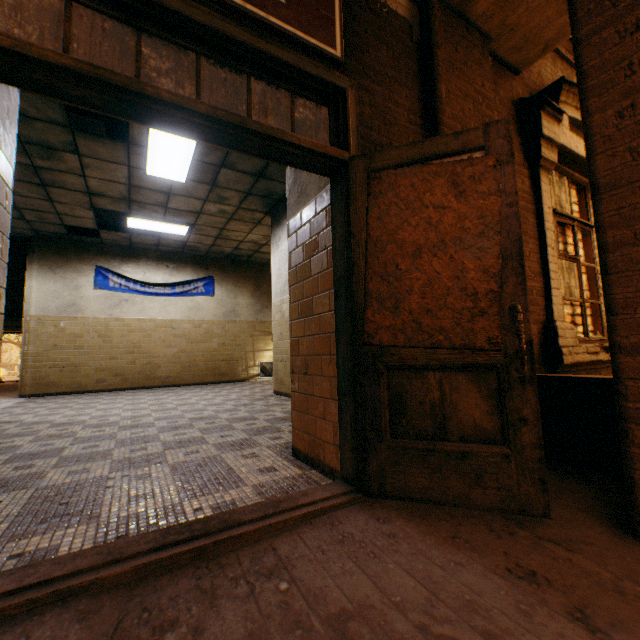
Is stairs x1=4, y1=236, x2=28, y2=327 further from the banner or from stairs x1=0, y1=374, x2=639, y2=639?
stairs x1=0, y1=374, x2=639, y2=639

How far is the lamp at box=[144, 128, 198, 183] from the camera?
4.65m

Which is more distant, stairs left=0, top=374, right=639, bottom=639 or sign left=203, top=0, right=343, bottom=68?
sign left=203, top=0, right=343, bottom=68

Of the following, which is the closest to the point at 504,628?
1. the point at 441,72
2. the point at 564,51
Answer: the point at 441,72

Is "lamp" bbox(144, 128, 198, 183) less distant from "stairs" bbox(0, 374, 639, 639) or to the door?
the door

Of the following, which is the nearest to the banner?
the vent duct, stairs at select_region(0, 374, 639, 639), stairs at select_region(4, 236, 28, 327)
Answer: stairs at select_region(4, 236, 28, 327)

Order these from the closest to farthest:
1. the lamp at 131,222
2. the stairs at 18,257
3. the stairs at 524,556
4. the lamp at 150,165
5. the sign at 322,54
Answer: the stairs at 524,556
the sign at 322,54
the lamp at 150,165
the lamp at 131,222
the stairs at 18,257

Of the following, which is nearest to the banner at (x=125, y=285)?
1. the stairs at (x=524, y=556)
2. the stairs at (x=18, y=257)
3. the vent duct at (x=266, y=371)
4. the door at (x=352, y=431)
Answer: the stairs at (x=18, y=257)
